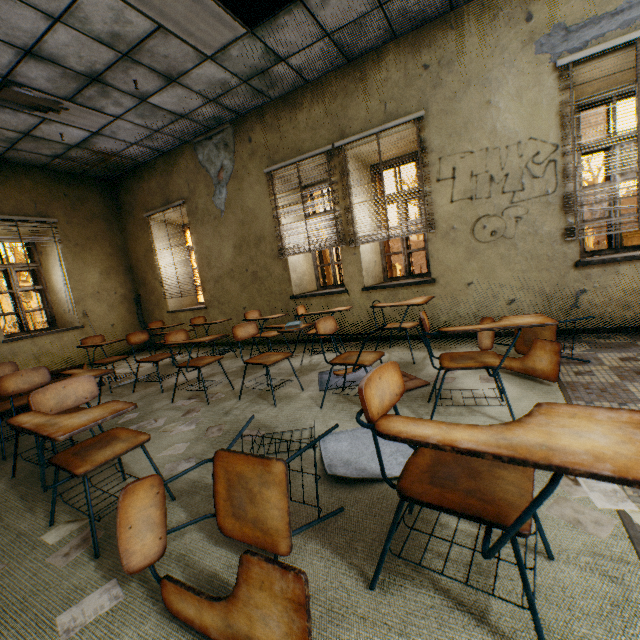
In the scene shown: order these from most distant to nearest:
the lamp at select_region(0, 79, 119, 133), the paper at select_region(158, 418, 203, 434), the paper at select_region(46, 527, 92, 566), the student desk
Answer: the lamp at select_region(0, 79, 119, 133) < the paper at select_region(158, 418, 203, 434) < the paper at select_region(46, 527, 92, 566) < the student desk

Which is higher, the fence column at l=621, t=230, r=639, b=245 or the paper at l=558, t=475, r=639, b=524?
the fence column at l=621, t=230, r=639, b=245

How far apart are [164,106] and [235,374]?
4.2m

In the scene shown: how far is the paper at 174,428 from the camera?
2.83m

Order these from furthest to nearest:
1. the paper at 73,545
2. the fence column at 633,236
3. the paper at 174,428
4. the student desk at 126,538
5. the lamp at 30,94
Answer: the fence column at 633,236
the lamp at 30,94
the paper at 174,428
the paper at 73,545
the student desk at 126,538

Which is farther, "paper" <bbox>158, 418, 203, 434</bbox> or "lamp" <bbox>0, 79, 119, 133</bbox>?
"lamp" <bbox>0, 79, 119, 133</bbox>

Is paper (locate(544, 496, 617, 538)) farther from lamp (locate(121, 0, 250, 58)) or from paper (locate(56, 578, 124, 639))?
lamp (locate(121, 0, 250, 58))

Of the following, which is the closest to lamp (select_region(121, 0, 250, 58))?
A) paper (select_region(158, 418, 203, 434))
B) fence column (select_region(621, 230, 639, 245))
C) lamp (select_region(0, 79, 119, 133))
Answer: lamp (select_region(0, 79, 119, 133))
